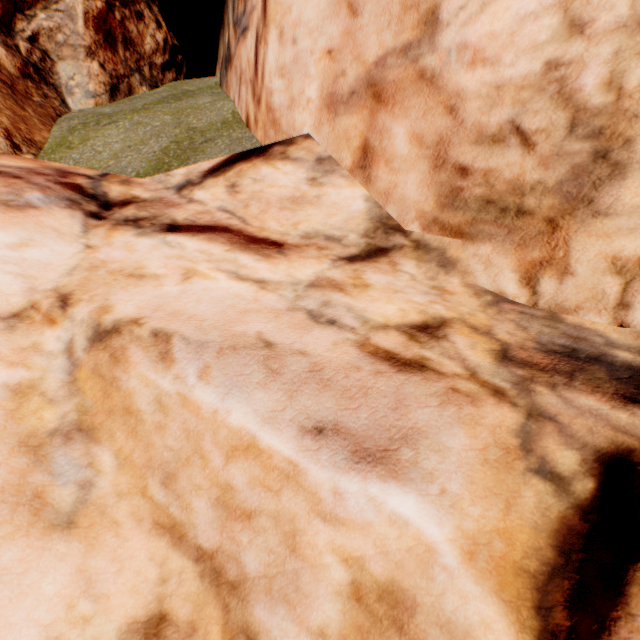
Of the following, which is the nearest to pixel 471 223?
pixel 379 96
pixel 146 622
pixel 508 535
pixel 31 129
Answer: pixel 379 96
